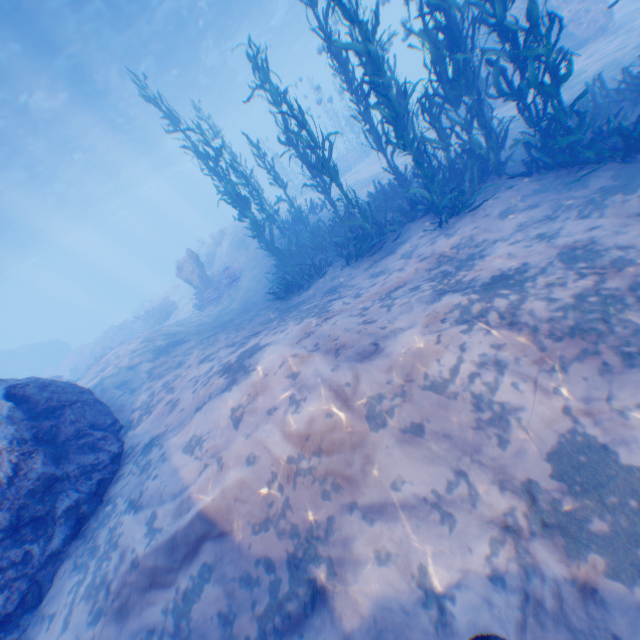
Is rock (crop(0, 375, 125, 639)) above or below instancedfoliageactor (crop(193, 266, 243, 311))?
above

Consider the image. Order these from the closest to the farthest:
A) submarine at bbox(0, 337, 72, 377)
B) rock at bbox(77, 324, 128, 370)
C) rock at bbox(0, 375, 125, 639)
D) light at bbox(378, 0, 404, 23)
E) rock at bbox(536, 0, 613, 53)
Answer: rock at bbox(0, 375, 125, 639) < rock at bbox(536, 0, 613, 53) < light at bbox(378, 0, 404, 23) < rock at bbox(77, 324, 128, 370) < submarine at bbox(0, 337, 72, 377)

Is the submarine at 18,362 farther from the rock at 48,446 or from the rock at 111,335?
the rock at 111,335

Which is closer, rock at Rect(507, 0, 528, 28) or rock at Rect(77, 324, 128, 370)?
rock at Rect(507, 0, 528, 28)

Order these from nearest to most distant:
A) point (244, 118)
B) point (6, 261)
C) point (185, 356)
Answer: point (185, 356) → point (6, 261) → point (244, 118)

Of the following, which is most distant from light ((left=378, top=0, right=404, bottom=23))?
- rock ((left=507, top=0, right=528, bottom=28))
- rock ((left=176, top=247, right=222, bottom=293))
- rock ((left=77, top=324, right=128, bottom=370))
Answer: rock ((left=77, top=324, right=128, bottom=370))

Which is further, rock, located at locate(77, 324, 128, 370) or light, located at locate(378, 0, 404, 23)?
rock, located at locate(77, 324, 128, 370)

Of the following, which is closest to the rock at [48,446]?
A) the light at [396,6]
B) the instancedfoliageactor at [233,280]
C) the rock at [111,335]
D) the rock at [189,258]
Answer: the light at [396,6]
